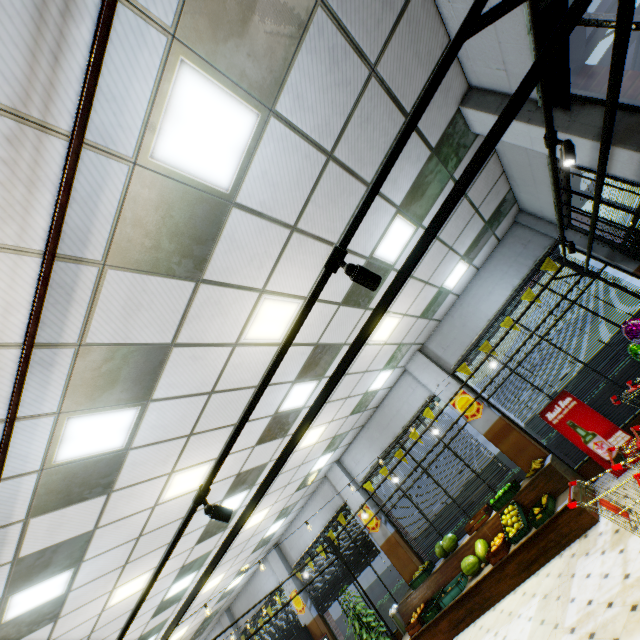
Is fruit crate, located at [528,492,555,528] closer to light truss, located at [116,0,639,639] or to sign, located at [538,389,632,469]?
sign, located at [538,389,632,469]

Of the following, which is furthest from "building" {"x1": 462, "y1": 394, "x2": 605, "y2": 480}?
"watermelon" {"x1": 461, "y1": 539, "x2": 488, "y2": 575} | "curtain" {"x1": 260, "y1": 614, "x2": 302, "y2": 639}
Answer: "watermelon" {"x1": 461, "y1": 539, "x2": 488, "y2": 575}

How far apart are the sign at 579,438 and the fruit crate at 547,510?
1.2m

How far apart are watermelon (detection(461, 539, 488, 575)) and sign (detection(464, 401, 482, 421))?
2.68m

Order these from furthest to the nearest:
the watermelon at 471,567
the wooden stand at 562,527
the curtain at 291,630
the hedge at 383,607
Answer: the curtain at 291,630 < the hedge at 383,607 < the watermelon at 471,567 < the wooden stand at 562,527

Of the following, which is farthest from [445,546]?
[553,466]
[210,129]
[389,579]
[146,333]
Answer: [389,579]

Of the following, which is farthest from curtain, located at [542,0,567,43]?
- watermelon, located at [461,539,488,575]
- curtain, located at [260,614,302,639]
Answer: curtain, located at [260,614,302,639]

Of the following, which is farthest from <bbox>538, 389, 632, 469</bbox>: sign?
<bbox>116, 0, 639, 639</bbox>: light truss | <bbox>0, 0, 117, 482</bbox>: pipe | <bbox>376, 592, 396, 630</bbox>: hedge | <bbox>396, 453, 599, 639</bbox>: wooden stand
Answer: <bbox>0, 0, 117, 482</bbox>: pipe
